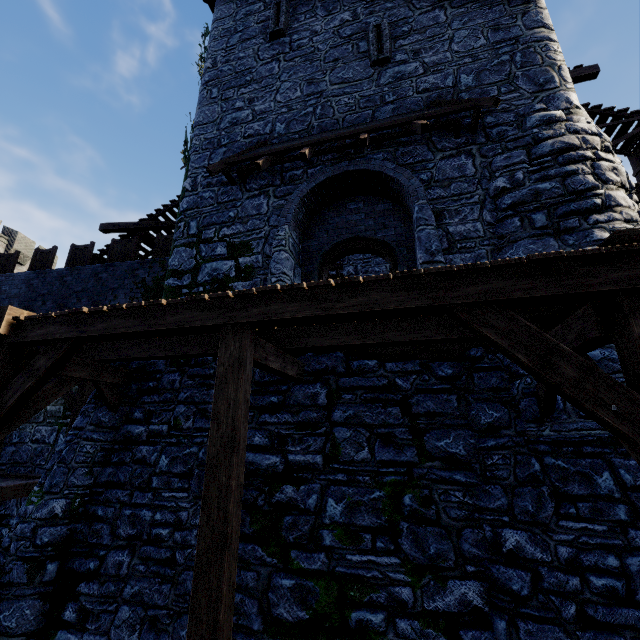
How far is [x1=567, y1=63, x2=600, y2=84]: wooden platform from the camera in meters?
10.1 m

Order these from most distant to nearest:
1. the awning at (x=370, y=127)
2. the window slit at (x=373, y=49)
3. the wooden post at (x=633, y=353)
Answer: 1. the window slit at (x=373, y=49)
2. the awning at (x=370, y=127)
3. the wooden post at (x=633, y=353)

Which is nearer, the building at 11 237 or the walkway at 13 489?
the walkway at 13 489

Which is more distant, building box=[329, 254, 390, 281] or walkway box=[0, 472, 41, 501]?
building box=[329, 254, 390, 281]

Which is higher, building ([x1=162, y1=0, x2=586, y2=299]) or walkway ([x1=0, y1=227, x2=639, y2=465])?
building ([x1=162, y1=0, x2=586, y2=299])

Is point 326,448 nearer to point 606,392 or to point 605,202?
point 606,392

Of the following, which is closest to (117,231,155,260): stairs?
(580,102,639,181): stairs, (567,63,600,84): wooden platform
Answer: (567,63,600,84): wooden platform

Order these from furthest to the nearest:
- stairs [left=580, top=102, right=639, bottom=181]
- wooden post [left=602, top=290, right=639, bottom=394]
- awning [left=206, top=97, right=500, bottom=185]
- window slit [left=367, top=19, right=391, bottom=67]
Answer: stairs [left=580, top=102, right=639, bottom=181], window slit [left=367, top=19, right=391, bottom=67], awning [left=206, top=97, right=500, bottom=185], wooden post [left=602, top=290, right=639, bottom=394]
